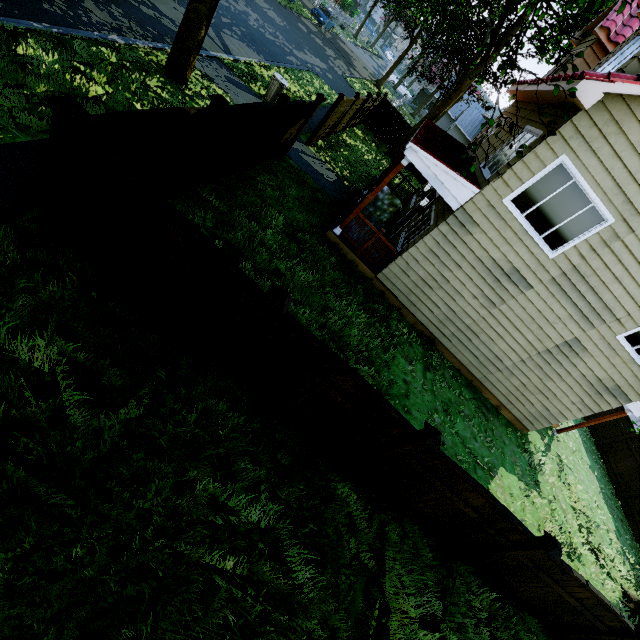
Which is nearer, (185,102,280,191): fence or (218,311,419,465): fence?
(218,311,419,465): fence

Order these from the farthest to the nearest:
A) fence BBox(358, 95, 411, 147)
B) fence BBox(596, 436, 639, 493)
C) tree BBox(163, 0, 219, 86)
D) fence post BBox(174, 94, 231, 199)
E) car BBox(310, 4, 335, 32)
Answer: car BBox(310, 4, 335, 32), fence BBox(358, 95, 411, 147), fence BBox(596, 436, 639, 493), tree BBox(163, 0, 219, 86), fence post BBox(174, 94, 231, 199)

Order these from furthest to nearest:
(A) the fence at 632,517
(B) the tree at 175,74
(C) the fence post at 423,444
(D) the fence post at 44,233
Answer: (A) the fence at 632,517 → (B) the tree at 175,74 → (C) the fence post at 423,444 → (D) the fence post at 44,233

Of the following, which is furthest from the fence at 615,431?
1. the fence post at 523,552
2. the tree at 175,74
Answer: the tree at 175,74

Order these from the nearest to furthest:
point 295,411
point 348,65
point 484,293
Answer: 1. point 295,411
2. point 484,293
3. point 348,65

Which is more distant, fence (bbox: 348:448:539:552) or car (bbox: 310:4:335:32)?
car (bbox: 310:4:335:32)

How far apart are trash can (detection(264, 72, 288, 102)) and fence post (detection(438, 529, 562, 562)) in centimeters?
1521cm

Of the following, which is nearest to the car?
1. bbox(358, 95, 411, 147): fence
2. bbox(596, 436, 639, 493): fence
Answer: bbox(358, 95, 411, 147): fence
